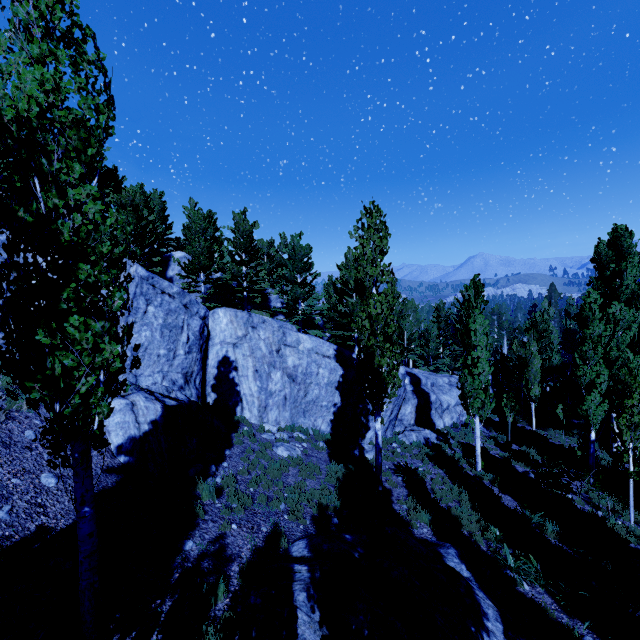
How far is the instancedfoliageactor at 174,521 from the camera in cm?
675

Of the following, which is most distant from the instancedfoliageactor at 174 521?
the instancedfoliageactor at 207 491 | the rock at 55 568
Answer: the rock at 55 568

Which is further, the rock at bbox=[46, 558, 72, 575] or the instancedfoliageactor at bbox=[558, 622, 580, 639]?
the instancedfoliageactor at bbox=[558, 622, 580, 639]

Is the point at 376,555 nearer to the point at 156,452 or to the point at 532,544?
the point at 156,452

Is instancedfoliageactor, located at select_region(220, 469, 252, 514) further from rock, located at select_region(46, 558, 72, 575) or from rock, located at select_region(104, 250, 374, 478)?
rock, located at select_region(46, 558, 72, 575)

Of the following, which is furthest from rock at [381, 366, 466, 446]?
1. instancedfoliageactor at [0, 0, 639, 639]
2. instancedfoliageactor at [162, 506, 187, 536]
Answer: instancedfoliageactor at [162, 506, 187, 536]

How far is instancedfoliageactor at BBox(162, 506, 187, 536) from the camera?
6.75m

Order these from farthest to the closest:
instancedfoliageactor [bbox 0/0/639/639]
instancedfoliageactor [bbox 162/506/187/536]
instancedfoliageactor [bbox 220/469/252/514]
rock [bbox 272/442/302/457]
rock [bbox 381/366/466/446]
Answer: rock [bbox 381/366/466/446] < rock [bbox 272/442/302/457] < instancedfoliageactor [bbox 220/469/252/514] < instancedfoliageactor [bbox 162/506/187/536] < instancedfoliageactor [bbox 0/0/639/639]
